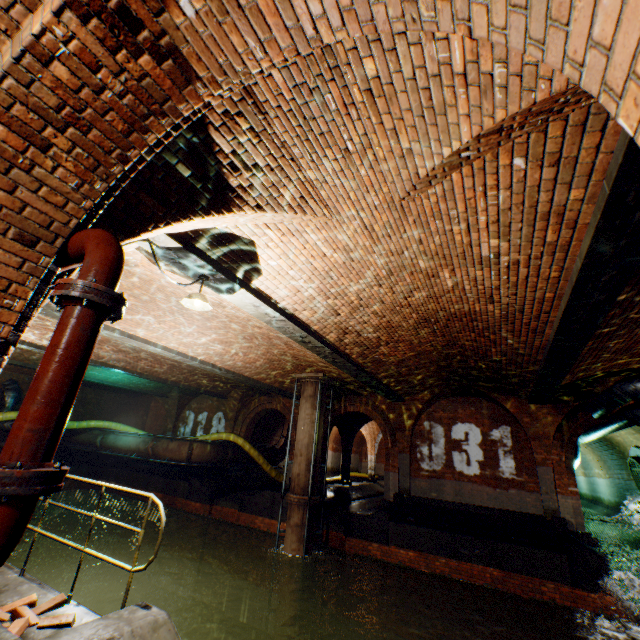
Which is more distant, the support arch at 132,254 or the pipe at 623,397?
the pipe at 623,397

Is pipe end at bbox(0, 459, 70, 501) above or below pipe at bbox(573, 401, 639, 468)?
below

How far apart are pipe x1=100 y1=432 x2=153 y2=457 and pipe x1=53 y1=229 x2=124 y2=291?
15.4m

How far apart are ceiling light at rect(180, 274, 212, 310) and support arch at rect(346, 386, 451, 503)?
10.14m

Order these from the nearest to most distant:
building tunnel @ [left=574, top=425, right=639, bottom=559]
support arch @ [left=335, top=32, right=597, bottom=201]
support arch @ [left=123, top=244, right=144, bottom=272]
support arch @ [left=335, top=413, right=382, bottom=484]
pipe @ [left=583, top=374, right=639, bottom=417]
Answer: support arch @ [left=335, top=32, right=597, bottom=201]
support arch @ [left=123, top=244, right=144, bottom=272]
pipe @ [left=583, top=374, right=639, bottom=417]
building tunnel @ [left=574, top=425, right=639, bottom=559]
support arch @ [left=335, top=413, right=382, bottom=484]

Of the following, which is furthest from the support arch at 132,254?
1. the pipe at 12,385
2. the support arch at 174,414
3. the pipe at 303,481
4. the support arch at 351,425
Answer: the support arch at 174,414

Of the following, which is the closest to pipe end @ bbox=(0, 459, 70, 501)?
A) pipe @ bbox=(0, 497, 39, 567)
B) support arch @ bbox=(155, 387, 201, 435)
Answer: pipe @ bbox=(0, 497, 39, 567)

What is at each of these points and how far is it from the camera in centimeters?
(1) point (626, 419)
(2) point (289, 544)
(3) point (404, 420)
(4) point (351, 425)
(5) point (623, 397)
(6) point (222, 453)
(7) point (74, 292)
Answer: (1) pipe, 1002cm
(2) pipe, 1059cm
(3) support arch, 1397cm
(4) support arch, 2031cm
(5) pipe, 866cm
(6) pipe, 1573cm
(7) pipe end, 183cm
